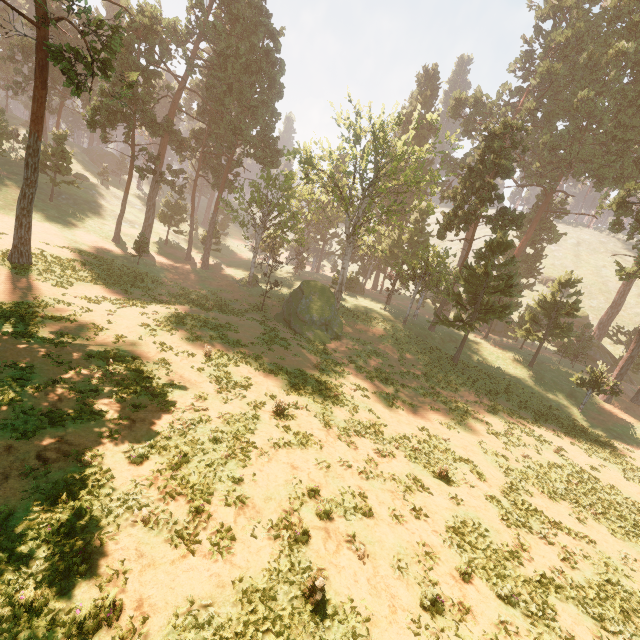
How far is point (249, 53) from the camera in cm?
3681
